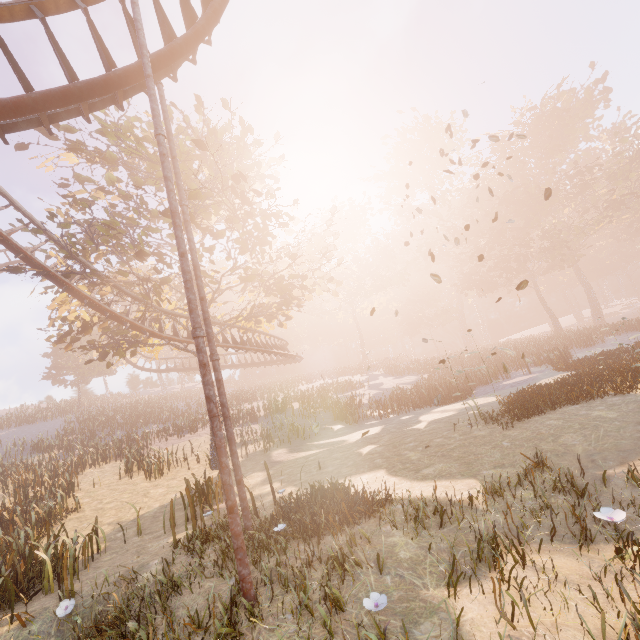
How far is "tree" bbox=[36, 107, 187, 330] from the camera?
13.2 meters

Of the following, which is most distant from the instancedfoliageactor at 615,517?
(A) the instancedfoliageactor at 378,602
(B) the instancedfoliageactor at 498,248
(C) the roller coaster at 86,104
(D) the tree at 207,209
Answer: (D) the tree at 207,209

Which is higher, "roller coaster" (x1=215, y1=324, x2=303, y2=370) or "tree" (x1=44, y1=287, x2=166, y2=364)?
"tree" (x1=44, y1=287, x2=166, y2=364)

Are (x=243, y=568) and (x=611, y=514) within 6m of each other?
yes

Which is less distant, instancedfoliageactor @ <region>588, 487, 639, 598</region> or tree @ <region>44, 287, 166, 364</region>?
instancedfoliageactor @ <region>588, 487, 639, 598</region>

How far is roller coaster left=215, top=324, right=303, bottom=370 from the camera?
20.38m

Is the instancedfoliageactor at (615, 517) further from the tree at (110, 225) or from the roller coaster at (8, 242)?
the tree at (110, 225)
